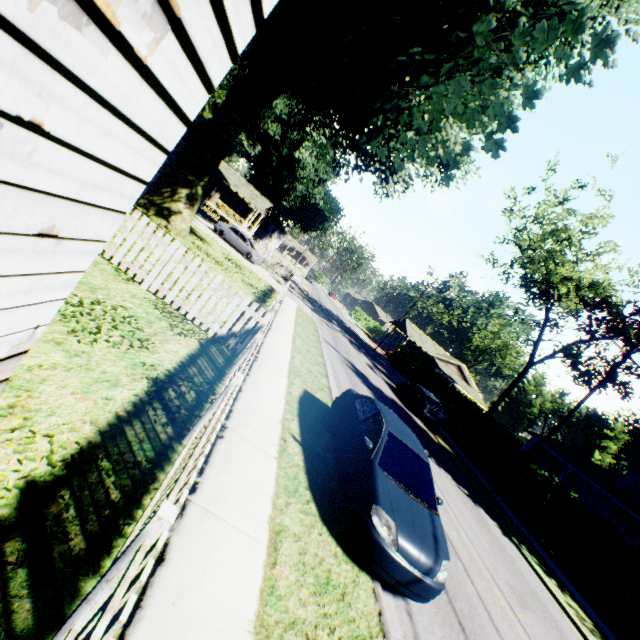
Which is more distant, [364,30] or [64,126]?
[364,30]

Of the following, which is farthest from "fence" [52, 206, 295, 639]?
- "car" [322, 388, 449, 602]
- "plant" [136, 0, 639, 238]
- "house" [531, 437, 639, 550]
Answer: "house" [531, 437, 639, 550]

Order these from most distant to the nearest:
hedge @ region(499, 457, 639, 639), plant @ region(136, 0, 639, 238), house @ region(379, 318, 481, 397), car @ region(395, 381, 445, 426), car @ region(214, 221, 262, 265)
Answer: house @ region(379, 318, 481, 397) → car @ region(214, 221, 262, 265) → car @ region(395, 381, 445, 426) → hedge @ region(499, 457, 639, 639) → plant @ region(136, 0, 639, 238)

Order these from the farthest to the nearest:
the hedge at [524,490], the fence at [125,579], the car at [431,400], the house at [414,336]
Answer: the house at [414,336]
the car at [431,400]
the hedge at [524,490]
the fence at [125,579]

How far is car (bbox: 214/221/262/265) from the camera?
27.3 meters

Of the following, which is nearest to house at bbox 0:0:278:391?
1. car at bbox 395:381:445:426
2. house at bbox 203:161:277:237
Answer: house at bbox 203:161:277:237

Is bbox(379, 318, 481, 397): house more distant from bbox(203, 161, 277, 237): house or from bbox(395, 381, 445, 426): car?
bbox(203, 161, 277, 237): house

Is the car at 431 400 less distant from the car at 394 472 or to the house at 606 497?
the car at 394 472
